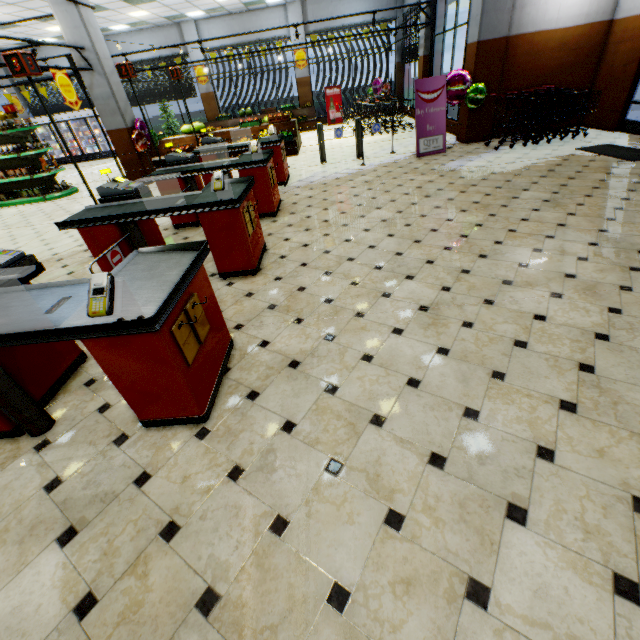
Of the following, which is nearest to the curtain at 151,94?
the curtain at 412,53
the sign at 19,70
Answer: the curtain at 412,53

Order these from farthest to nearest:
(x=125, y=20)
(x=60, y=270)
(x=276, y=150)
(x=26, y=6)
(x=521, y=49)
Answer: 1. (x=125, y=20)
2. (x=26, y=6)
3. (x=521, y=49)
4. (x=276, y=150)
5. (x=60, y=270)

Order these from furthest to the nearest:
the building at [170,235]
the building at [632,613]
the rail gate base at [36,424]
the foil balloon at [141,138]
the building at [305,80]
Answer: the building at [305,80] → the foil balloon at [141,138] → the building at [170,235] → the rail gate base at [36,424] → the building at [632,613]

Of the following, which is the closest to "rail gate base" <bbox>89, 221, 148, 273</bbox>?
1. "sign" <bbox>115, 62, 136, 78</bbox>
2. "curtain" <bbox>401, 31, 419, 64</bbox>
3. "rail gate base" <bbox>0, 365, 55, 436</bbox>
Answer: "rail gate base" <bbox>0, 365, 55, 436</bbox>

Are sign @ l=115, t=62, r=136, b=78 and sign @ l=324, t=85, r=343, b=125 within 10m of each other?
no

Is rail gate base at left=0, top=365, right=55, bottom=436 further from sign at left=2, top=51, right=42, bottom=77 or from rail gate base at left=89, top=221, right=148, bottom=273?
sign at left=2, top=51, right=42, bottom=77

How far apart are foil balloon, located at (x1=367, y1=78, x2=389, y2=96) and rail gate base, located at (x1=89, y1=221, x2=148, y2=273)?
16.4m

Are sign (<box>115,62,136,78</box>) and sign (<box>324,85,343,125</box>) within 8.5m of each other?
no
